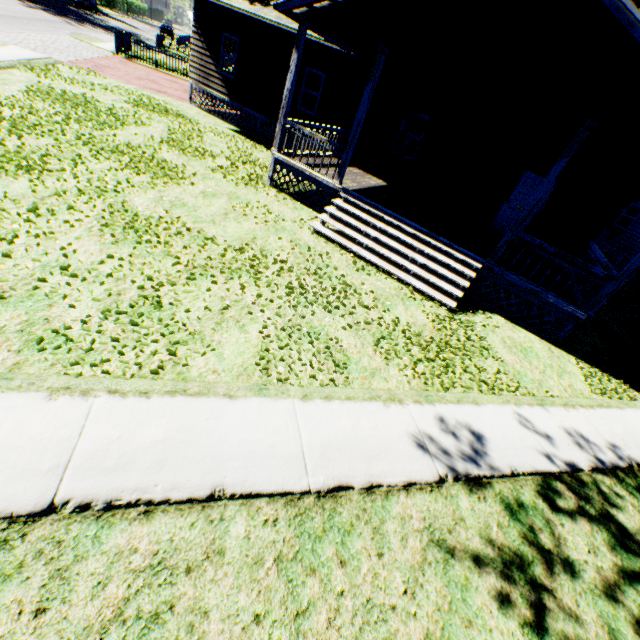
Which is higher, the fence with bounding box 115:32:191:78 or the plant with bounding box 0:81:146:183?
the fence with bounding box 115:32:191:78

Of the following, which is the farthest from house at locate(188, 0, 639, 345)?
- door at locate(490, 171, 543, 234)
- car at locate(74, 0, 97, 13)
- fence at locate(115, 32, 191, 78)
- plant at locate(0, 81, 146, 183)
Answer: car at locate(74, 0, 97, 13)

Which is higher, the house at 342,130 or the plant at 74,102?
the house at 342,130

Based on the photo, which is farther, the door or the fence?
the fence

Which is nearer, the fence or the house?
the house

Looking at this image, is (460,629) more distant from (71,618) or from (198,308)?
(198,308)

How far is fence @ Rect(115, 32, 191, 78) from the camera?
22.5 meters

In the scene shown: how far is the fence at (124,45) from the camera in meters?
22.5 m
